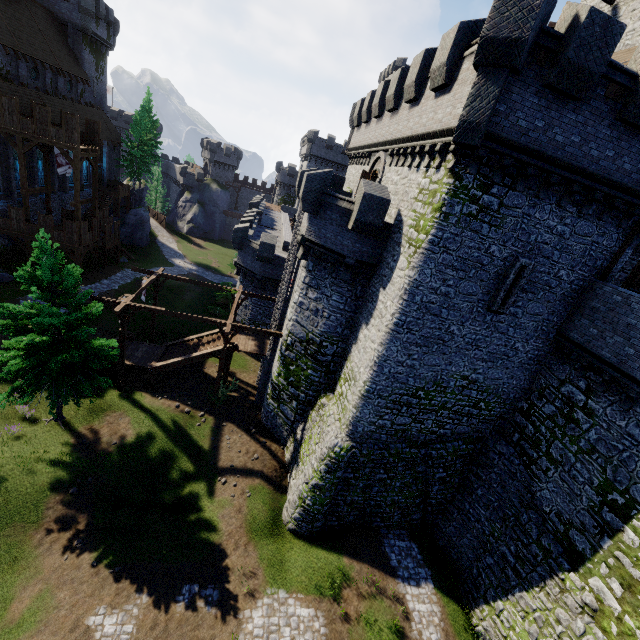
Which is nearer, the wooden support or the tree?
the wooden support

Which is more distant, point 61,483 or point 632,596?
point 61,483

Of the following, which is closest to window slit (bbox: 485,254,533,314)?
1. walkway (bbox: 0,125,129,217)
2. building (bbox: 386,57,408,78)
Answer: walkway (bbox: 0,125,129,217)

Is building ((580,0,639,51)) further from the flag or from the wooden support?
the flag

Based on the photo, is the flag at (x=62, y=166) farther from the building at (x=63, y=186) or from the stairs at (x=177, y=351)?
the stairs at (x=177, y=351)

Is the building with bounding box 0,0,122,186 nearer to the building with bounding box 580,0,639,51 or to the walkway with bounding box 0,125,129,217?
the walkway with bounding box 0,125,129,217

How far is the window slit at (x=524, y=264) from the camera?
12.76m

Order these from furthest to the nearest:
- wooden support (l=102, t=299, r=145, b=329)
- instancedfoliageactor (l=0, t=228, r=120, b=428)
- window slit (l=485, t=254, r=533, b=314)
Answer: wooden support (l=102, t=299, r=145, b=329) < instancedfoliageactor (l=0, t=228, r=120, b=428) < window slit (l=485, t=254, r=533, b=314)
